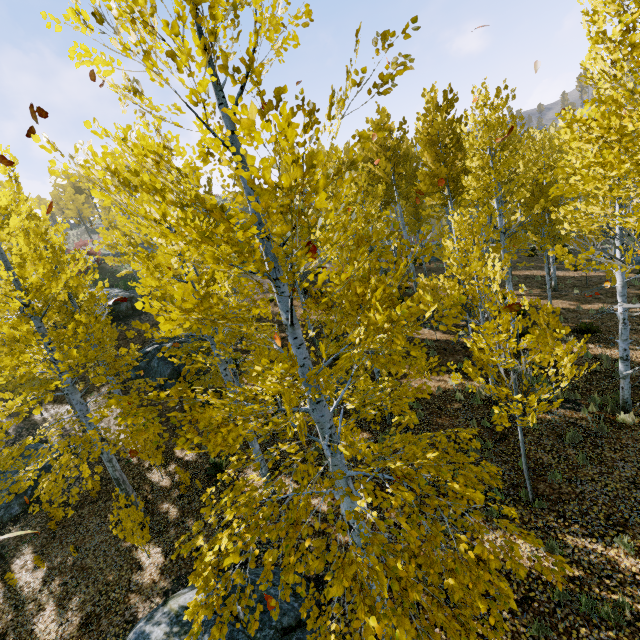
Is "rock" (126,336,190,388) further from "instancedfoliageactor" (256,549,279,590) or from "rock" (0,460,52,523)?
"rock" (0,460,52,523)

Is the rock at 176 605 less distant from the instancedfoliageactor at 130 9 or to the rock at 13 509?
the instancedfoliageactor at 130 9

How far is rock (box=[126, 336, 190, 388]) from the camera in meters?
16.9

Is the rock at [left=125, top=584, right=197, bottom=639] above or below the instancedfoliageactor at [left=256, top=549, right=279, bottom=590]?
below

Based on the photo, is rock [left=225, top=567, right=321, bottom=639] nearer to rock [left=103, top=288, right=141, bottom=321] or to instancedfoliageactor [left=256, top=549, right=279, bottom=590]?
instancedfoliageactor [left=256, top=549, right=279, bottom=590]

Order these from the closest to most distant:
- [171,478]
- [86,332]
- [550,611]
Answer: [550,611] < [86,332] < [171,478]

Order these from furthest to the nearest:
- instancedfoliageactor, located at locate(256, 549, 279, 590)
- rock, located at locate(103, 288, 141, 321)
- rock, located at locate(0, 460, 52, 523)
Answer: rock, located at locate(103, 288, 141, 321), rock, located at locate(0, 460, 52, 523), instancedfoliageactor, located at locate(256, 549, 279, 590)

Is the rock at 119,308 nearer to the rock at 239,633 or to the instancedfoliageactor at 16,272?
the instancedfoliageactor at 16,272
